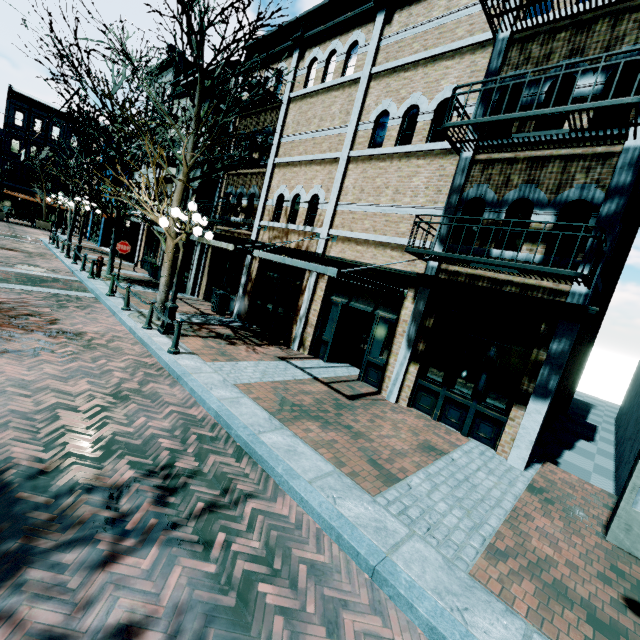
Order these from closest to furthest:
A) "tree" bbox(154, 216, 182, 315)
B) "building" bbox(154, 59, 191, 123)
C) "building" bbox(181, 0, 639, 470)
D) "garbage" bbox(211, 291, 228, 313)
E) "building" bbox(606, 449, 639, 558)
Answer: "building" bbox(606, 449, 639, 558) < "building" bbox(181, 0, 639, 470) < "tree" bbox(154, 216, 182, 315) < "garbage" bbox(211, 291, 228, 313) < "building" bbox(154, 59, 191, 123)

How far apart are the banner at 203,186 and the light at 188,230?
6.95m

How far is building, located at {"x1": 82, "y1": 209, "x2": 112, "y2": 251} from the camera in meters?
29.4 m

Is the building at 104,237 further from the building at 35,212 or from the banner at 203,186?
the building at 35,212

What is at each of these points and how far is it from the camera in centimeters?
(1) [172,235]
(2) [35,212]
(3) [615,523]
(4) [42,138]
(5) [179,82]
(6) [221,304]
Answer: (1) tree, 983cm
(2) building, 3869cm
(3) building, 475cm
(4) building, 3728cm
(5) building, 2022cm
(6) garbage, 1378cm

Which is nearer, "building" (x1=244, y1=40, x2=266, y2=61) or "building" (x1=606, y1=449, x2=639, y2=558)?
"building" (x1=606, y1=449, x2=639, y2=558)

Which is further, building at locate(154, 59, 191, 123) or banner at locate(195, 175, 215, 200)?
building at locate(154, 59, 191, 123)

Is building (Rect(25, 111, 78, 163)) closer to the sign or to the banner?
the banner
